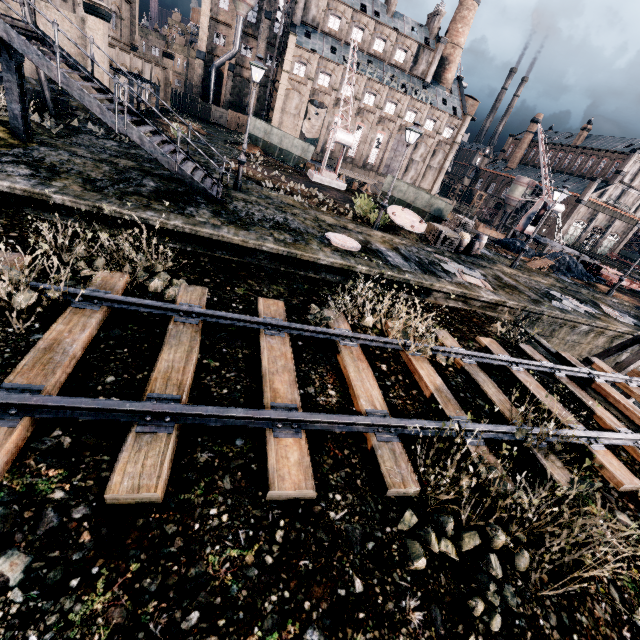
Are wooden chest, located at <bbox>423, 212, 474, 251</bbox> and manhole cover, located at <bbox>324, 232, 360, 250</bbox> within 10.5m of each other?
yes

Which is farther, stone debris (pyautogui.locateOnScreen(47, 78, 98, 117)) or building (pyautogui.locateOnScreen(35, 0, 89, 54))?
building (pyautogui.locateOnScreen(35, 0, 89, 54))

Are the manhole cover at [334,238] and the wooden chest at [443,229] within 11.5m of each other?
yes

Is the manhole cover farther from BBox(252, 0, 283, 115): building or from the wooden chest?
BBox(252, 0, 283, 115): building

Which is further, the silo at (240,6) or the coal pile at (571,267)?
the silo at (240,6)

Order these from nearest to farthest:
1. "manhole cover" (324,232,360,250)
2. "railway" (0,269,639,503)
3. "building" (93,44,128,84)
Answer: "railway" (0,269,639,503) → "manhole cover" (324,232,360,250) → "building" (93,44,128,84)

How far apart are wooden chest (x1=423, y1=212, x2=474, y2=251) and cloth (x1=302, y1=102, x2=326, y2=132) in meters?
47.8

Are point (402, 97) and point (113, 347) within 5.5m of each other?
no
